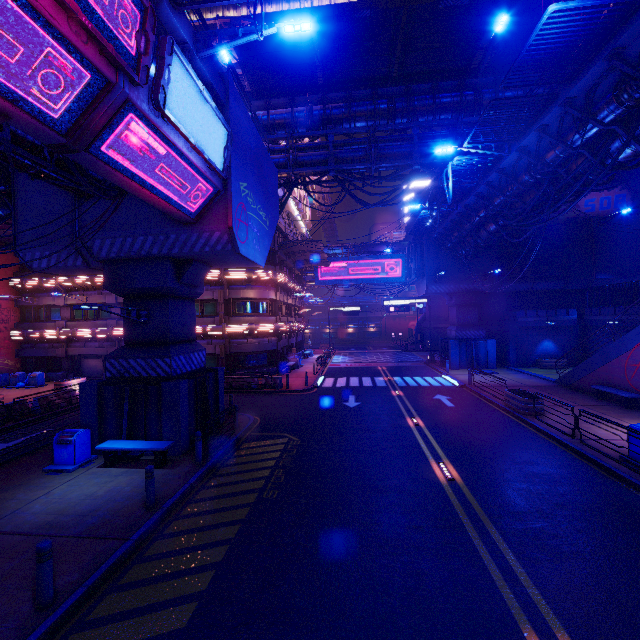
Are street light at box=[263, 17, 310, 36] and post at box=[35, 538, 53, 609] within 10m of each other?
no

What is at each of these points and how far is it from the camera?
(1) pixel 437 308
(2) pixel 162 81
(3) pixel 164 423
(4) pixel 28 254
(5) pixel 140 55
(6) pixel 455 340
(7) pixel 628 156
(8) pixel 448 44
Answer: (1) wall arch, 49.16m
(2) sign, 6.89m
(3) pillar, 11.73m
(4) walkway, 13.71m
(5) sign, 6.23m
(6) pillar, 29.72m
(7) walkway, 11.48m
(8) awning, 16.72m

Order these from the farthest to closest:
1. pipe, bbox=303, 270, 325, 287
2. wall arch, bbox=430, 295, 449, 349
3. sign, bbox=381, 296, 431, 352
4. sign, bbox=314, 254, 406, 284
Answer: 1. pipe, bbox=303, 270, 325, 287
2. sign, bbox=314, 254, 406, 284
3. wall arch, bbox=430, 295, 449, 349
4. sign, bbox=381, 296, 431, 352

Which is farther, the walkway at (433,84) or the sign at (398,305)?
the sign at (398,305)

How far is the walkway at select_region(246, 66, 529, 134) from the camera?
18.66m

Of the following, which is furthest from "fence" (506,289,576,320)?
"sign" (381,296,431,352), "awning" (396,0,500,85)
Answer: "awning" (396,0,500,85)

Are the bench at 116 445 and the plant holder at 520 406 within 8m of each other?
no

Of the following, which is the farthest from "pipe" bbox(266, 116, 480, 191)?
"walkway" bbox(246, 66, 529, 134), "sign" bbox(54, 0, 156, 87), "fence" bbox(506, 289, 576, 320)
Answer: "fence" bbox(506, 289, 576, 320)
